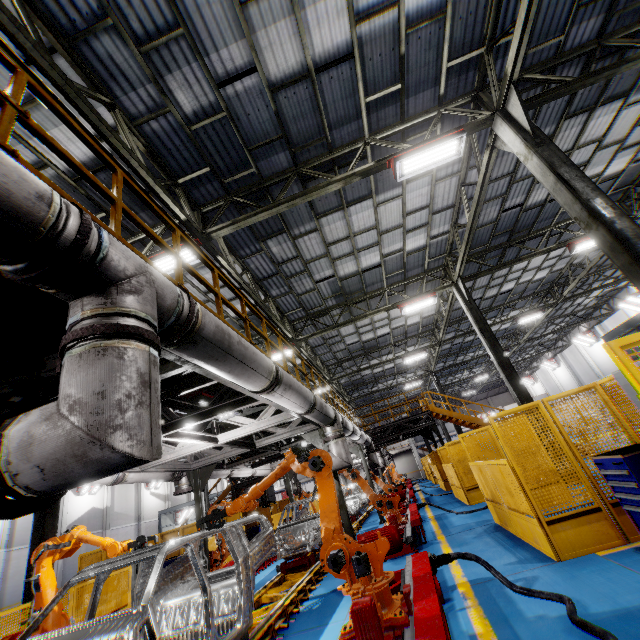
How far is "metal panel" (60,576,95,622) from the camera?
8.2 meters

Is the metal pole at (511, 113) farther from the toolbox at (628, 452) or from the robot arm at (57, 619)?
the robot arm at (57, 619)

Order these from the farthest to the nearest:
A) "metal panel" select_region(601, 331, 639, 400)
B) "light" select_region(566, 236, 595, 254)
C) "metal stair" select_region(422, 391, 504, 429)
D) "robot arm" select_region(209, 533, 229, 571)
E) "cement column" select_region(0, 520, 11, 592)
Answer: "cement column" select_region(0, 520, 11, 592) < "metal stair" select_region(422, 391, 504, 429) < "light" select_region(566, 236, 595, 254) < "robot arm" select_region(209, 533, 229, 571) < "metal panel" select_region(601, 331, 639, 400)

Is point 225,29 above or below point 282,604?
above

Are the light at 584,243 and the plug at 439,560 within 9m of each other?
no

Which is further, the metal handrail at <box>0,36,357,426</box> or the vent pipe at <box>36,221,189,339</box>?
the metal handrail at <box>0,36,357,426</box>

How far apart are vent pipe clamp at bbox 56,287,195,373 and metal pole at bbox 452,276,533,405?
12.6m

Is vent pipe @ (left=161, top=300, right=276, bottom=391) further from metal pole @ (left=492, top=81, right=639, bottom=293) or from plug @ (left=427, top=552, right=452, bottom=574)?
metal pole @ (left=492, top=81, right=639, bottom=293)
